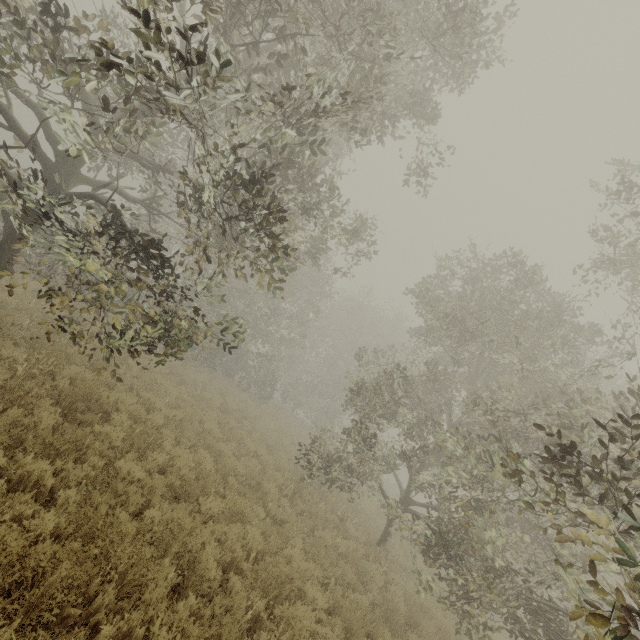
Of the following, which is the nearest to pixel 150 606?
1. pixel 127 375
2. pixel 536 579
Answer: pixel 536 579
